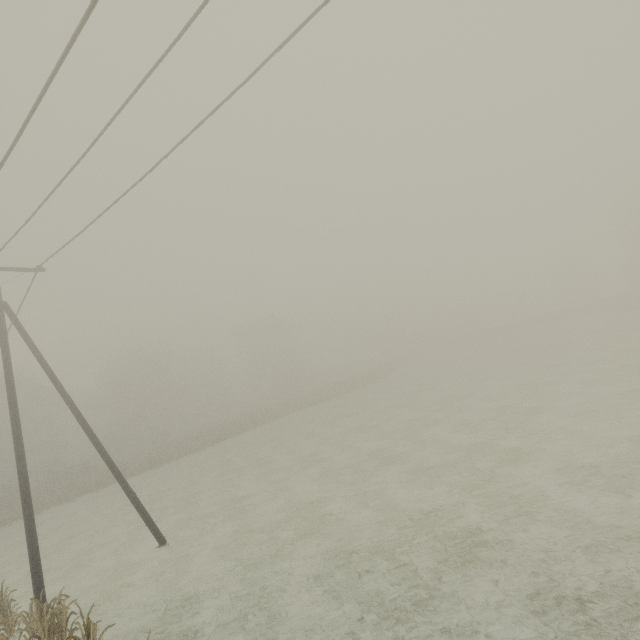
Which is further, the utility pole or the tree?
the utility pole

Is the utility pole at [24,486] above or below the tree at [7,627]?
above

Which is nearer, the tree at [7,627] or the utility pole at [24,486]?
the tree at [7,627]

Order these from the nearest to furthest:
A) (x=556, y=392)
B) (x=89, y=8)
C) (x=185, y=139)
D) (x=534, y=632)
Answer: (x=89, y=8) < (x=534, y=632) < (x=185, y=139) < (x=556, y=392)

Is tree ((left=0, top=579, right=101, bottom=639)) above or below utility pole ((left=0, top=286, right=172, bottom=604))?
below
